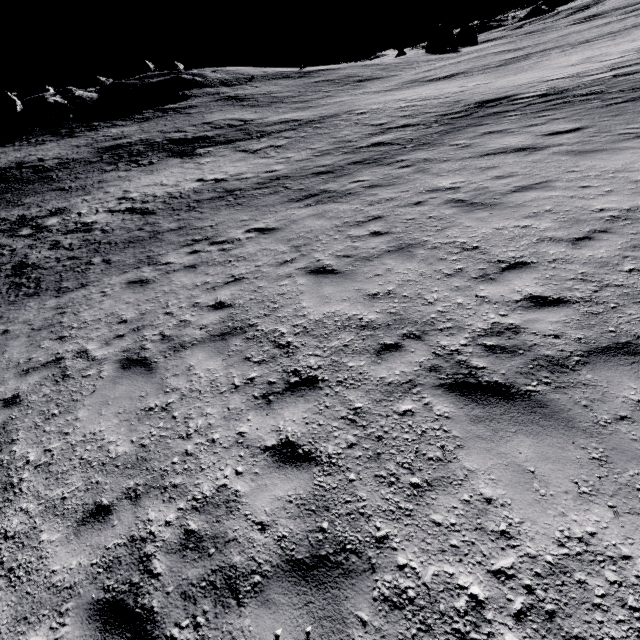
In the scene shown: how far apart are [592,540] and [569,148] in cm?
1089
